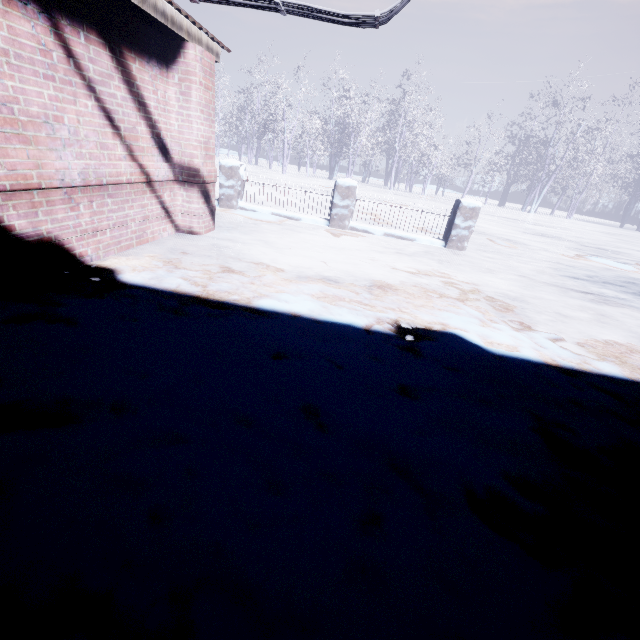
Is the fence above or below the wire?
below

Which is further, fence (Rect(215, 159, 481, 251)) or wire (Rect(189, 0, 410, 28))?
fence (Rect(215, 159, 481, 251))

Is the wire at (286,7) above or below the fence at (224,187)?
above

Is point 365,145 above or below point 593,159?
below

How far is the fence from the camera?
6.2 meters

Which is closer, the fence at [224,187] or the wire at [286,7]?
the wire at [286,7]
